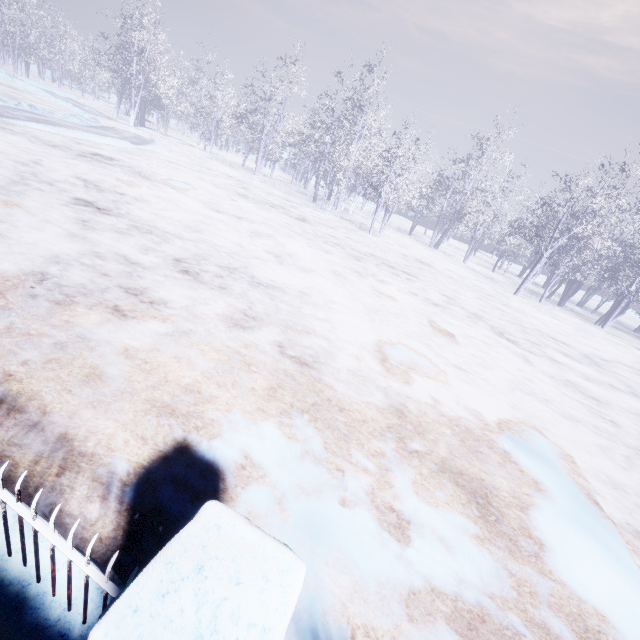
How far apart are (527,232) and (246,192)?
19.74m
